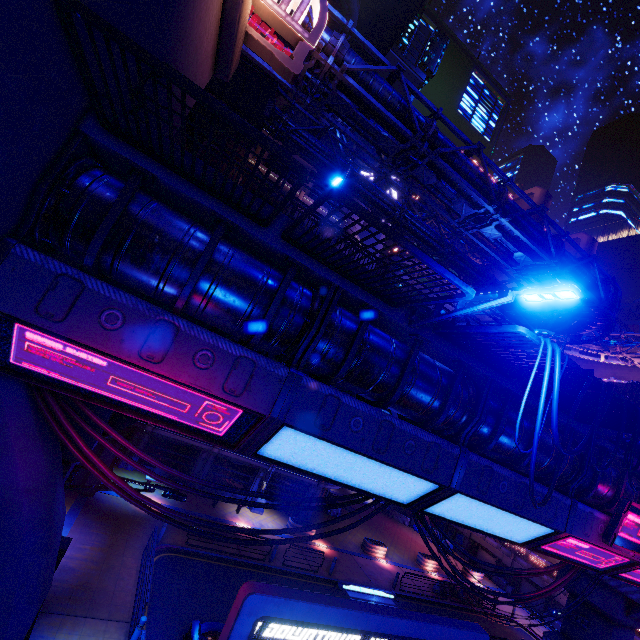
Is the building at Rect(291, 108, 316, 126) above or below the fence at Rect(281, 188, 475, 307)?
above

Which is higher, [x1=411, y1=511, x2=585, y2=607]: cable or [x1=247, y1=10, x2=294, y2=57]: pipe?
[x1=247, y1=10, x2=294, y2=57]: pipe

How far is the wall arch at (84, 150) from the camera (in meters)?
5.22

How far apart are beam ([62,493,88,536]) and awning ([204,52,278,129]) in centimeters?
2284cm

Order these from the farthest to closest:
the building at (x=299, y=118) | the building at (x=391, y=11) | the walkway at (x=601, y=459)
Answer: the building at (x=391, y=11) → the building at (x=299, y=118) → the walkway at (x=601, y=459)

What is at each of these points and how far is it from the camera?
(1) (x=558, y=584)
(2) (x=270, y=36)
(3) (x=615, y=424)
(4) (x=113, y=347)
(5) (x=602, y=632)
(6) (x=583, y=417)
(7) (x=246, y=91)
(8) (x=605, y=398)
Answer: (1) cable, 11.52m
(2) pipe, 12.14m
(3) fence, 8.43m
(4) walkway, 5.13m
(5) pillar, 15.59m
(6) fence, 9.09m
(7) awning, 17.11m
(8) cable, 6.37m

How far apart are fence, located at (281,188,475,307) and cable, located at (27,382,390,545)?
4.84m

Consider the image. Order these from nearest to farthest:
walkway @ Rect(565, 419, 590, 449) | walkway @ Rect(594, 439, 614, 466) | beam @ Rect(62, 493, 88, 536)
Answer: walkway @ Rect(565, 419, 590, 449) → walkway @ Rect(594, 439, 614, 466) → beam @ Rect(62, 493, 88, 536)
